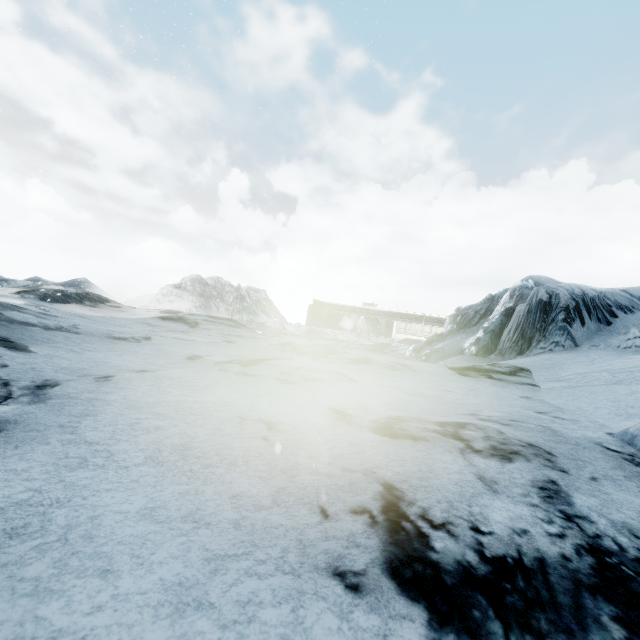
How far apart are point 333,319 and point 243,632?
50.2 meters
